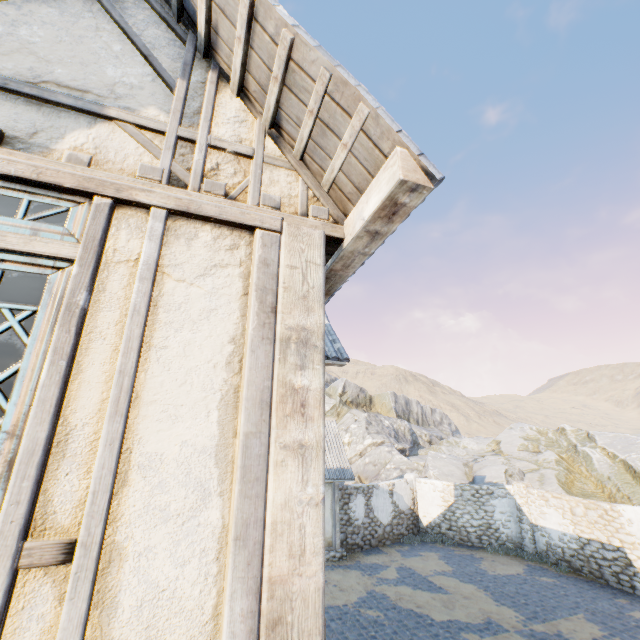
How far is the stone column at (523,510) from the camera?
15.58m

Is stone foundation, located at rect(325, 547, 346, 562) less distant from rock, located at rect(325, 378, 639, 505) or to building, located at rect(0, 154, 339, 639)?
rock, located at rect(325, 378, 639, 505)

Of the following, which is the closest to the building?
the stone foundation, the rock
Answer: the stone foundation

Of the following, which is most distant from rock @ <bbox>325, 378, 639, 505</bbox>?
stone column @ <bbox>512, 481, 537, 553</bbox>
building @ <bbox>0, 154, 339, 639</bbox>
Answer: building @ <bbox>0, 154, 339, 639</bbox>

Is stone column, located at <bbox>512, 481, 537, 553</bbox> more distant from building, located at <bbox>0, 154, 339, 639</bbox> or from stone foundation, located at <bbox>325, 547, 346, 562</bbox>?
building, located at <bbox>0, 154, 339, 639</bbox>

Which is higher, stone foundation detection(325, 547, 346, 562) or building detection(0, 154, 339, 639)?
building detection(0, 154, 339, 639)

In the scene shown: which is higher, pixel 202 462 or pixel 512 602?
pixel 202 462

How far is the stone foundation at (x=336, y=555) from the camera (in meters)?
14.73
